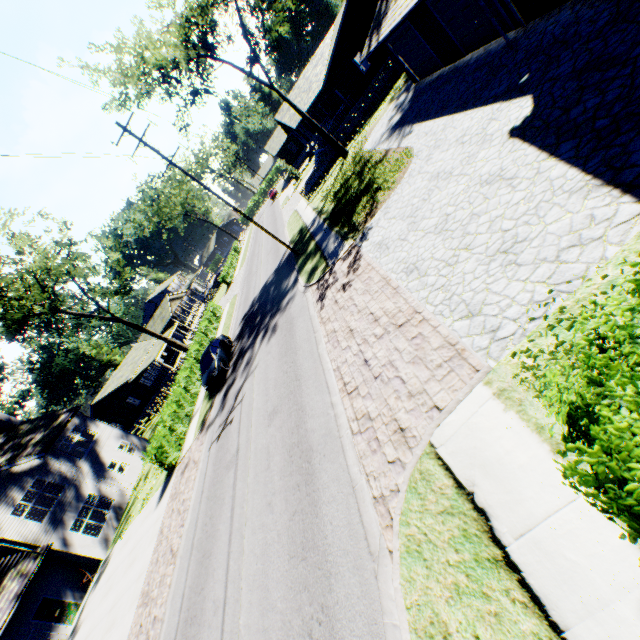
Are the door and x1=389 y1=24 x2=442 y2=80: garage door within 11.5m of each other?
no

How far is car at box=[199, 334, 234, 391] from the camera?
20.00m

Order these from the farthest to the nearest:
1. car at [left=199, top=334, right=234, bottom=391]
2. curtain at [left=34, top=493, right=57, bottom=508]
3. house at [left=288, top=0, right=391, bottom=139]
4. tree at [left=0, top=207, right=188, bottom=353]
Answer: house at [left=288, top=0, right=391, bottom=139] → tree at [left=0, top=207, right=188, bottom=353] → curtain at [left=34, top=493, right=57, bottom=508] → car at [left=199, top=334, right=234, bottom=391]

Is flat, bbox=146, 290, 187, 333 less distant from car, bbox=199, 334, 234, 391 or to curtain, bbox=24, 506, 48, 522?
curtain, bbox=24, 506, 48, 522

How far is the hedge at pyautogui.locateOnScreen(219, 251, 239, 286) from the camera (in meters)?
46.69

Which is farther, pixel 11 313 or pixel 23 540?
pixel 11 313

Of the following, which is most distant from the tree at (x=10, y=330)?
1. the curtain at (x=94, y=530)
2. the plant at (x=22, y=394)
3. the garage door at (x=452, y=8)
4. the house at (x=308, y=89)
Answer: the house at (x=308, y=89)

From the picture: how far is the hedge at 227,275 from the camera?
46.7 meters
